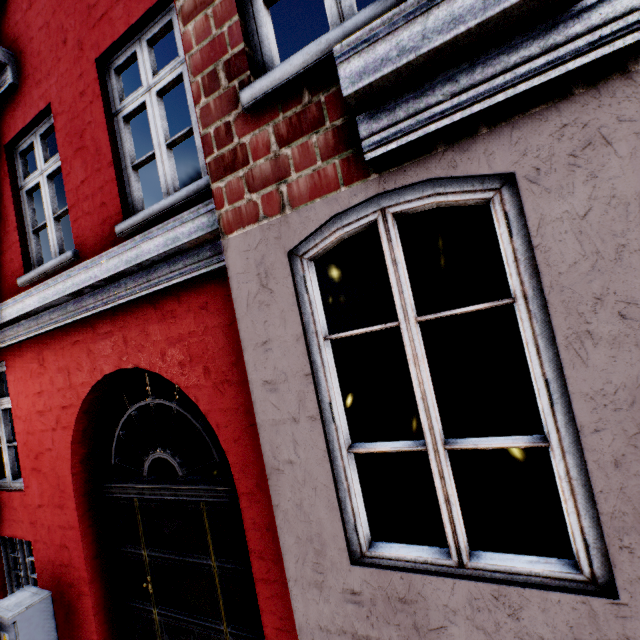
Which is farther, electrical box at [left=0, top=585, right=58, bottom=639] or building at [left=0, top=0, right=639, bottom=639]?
electrical box at [left=0, top=585, right=58, bottom=639]

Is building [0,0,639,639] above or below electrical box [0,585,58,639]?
above

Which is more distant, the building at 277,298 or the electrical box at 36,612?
the electrical box at 36,612

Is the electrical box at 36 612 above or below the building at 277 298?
below

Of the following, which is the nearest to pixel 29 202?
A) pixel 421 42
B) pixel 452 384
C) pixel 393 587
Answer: pixel 421 42
